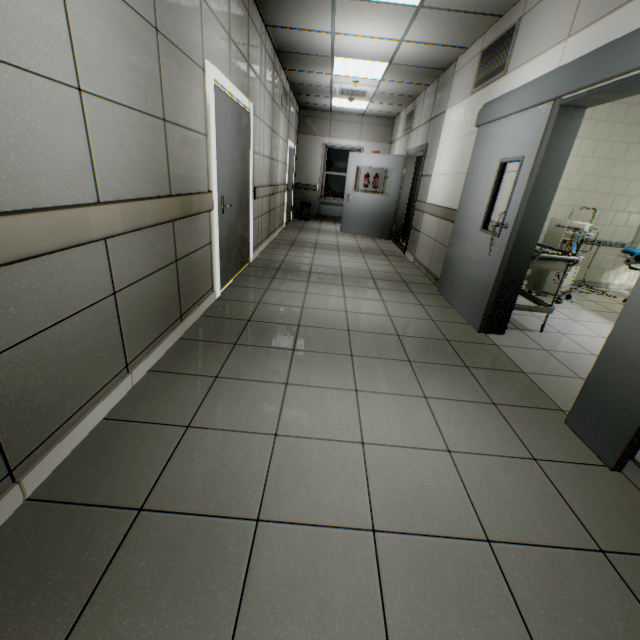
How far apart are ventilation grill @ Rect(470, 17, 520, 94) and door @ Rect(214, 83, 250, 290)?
3.0 meters

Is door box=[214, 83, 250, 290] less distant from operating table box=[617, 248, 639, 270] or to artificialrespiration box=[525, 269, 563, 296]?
artificialrespiration box=[525, 269, 563, 296]

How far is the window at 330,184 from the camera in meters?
11.0

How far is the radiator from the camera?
11.1m

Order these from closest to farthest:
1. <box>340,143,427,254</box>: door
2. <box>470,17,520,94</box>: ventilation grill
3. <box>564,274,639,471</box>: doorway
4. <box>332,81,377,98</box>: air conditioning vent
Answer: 1. <box>564,274,639,471</box>: doorway
2. <box>470,17,520,94</box>: ventilation grill
3. <box>332,81,377,98</box>: air conditioning vent
4. <box>340,143,427,254</box>: door

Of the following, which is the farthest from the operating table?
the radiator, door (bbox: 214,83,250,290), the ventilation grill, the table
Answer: the radiator

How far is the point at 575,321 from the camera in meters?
4.1

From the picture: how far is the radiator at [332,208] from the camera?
11.1m
